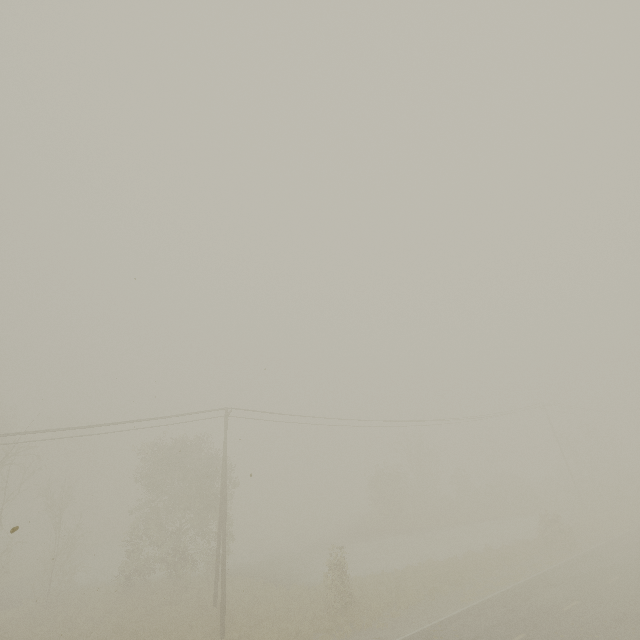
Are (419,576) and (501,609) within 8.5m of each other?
yes

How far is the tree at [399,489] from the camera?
39.2m

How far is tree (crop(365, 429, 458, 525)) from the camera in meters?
39.2
